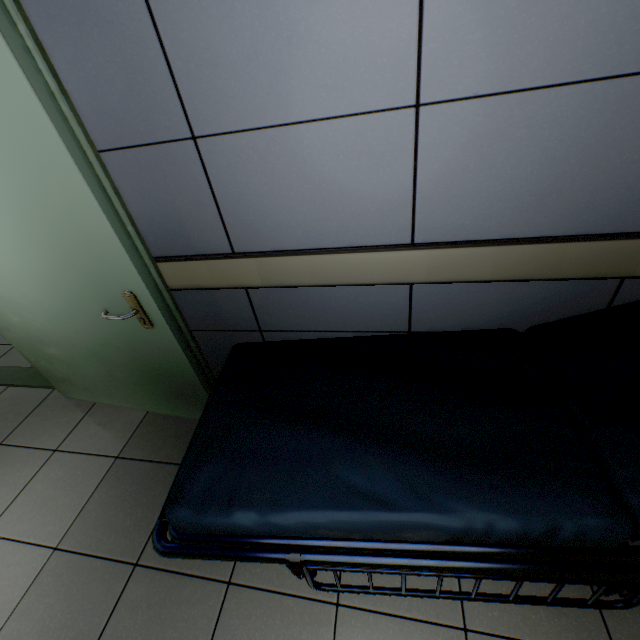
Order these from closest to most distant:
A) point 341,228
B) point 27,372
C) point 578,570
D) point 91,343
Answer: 1. point 578,570
2. point 341,228
3. point 91,343
4. point 27,372
